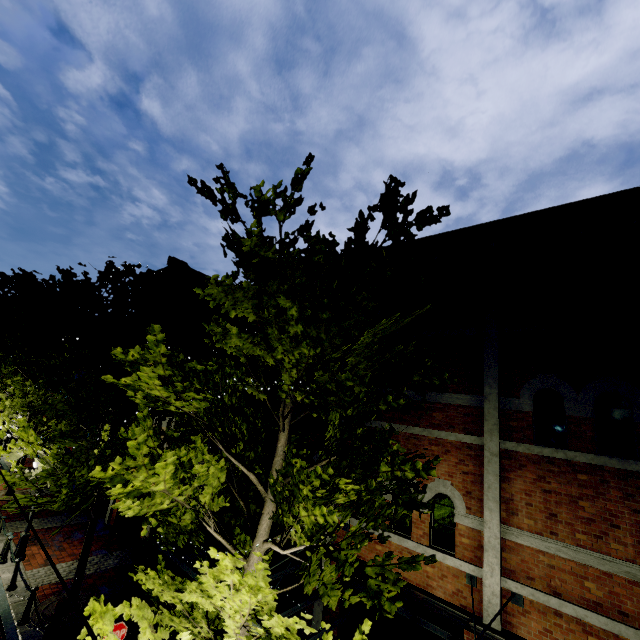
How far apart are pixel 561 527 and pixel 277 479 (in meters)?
5.42

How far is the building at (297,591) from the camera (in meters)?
9.06

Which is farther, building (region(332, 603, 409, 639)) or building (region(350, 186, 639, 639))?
building (region(332, 603, 409, 639))

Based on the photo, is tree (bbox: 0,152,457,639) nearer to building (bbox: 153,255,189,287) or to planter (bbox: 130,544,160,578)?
building (bbox: 153,255,189,287)

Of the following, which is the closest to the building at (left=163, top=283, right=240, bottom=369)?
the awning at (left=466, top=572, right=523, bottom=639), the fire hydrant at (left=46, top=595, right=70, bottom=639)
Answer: the awning at (left=466, top=572, right=523, bottom=639)

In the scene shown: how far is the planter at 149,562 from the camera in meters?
11.7 m
